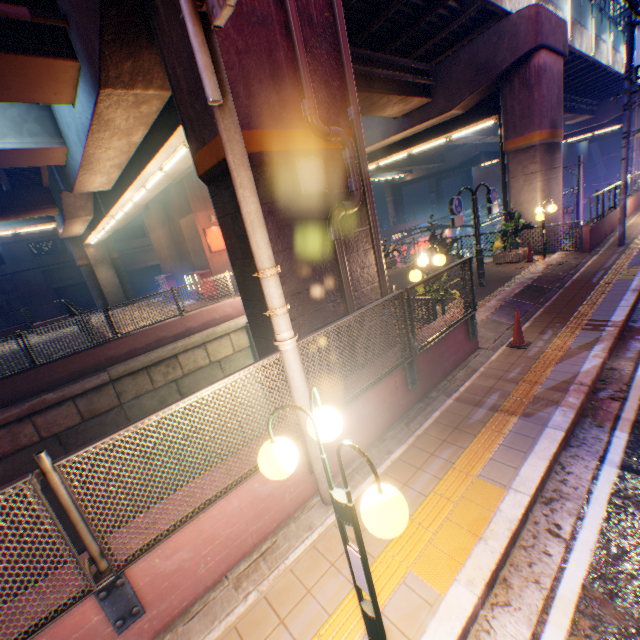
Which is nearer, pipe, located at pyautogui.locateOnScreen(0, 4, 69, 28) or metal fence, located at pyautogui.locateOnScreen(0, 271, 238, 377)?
pipe, located at pyautogui.locateOnScreen(0, 4, 69, 28)

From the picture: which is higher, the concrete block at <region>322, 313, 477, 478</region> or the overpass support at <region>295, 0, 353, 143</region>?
the overpass support at <region>295, 0, 353, 143</region>

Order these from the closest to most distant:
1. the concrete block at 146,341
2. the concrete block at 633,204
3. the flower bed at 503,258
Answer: the concrete block at 146,341, the flower bed at 503,258, the concrete block at 633,204

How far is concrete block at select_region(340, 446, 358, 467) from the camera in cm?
471

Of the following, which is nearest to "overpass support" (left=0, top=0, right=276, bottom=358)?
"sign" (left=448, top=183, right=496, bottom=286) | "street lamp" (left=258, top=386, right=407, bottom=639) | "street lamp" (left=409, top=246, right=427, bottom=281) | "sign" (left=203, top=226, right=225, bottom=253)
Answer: "street lamp" (left=409, top=246, right=427, bottom=281)

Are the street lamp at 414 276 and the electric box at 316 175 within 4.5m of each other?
yes

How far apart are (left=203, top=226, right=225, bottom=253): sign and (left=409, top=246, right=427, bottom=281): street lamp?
17.1m

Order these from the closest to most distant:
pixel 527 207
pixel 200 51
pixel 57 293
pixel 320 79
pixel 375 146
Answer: pixel 200 51 < pixel 320 79 < pixel 527 207 < pixel 375 146 < pixel 57 293
